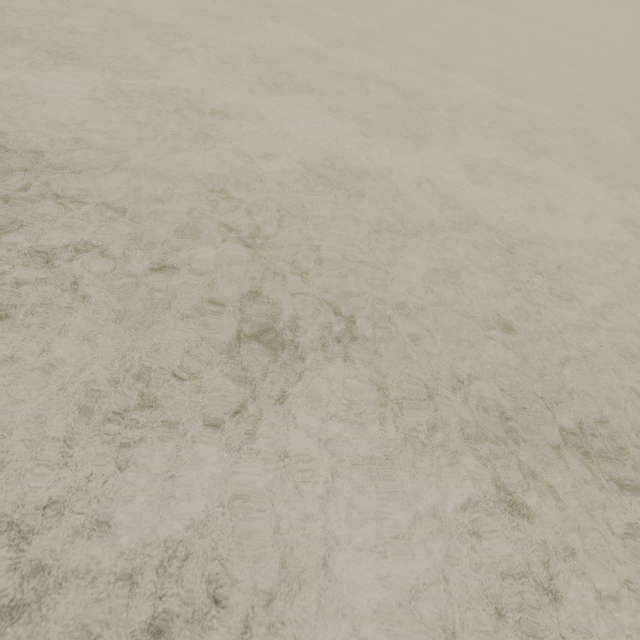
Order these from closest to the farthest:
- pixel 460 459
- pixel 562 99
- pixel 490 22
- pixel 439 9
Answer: pixel 460 459, pixel 562 99, pixel 439 9, pixel 490 22
